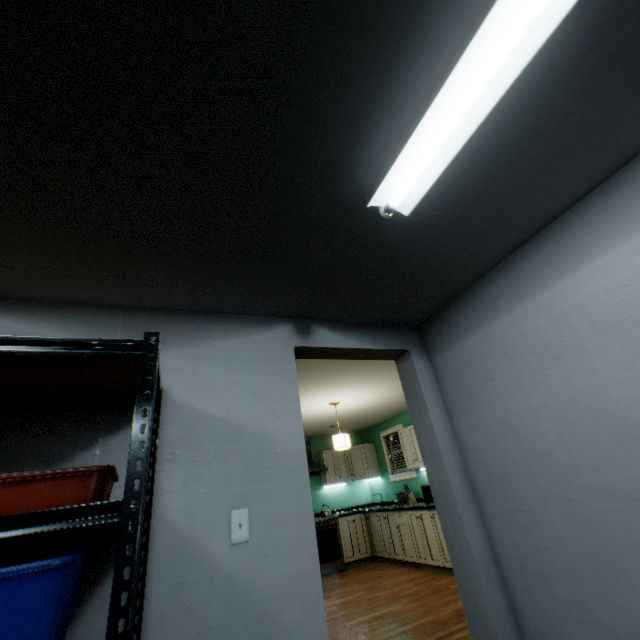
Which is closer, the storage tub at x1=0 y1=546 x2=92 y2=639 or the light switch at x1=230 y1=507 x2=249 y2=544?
the storage tub at x1=0 y1=546 x2=92 y2=639

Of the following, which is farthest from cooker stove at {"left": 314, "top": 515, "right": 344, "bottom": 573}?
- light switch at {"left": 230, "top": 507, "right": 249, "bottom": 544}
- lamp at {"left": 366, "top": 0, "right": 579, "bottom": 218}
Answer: lamp at {"left": 366, "top": 0, "right": 579, "bottom": 218}

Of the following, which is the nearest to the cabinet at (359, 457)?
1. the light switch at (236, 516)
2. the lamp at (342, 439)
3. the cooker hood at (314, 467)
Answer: the cooker hood at (314, 467)

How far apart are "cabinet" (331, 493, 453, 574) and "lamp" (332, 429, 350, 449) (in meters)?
1.60

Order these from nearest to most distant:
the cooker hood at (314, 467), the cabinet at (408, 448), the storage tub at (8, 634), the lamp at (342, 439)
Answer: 1. the storage tub at (8, 634)
2. the lamp at (342, 439)
3. the cabinet at (408, 448)
4. the cooker hood at (314, 467)

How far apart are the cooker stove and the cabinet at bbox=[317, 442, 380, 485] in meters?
0.7 m

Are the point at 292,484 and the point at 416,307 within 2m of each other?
yes

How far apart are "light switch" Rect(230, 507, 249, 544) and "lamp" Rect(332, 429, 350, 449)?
3.36m
